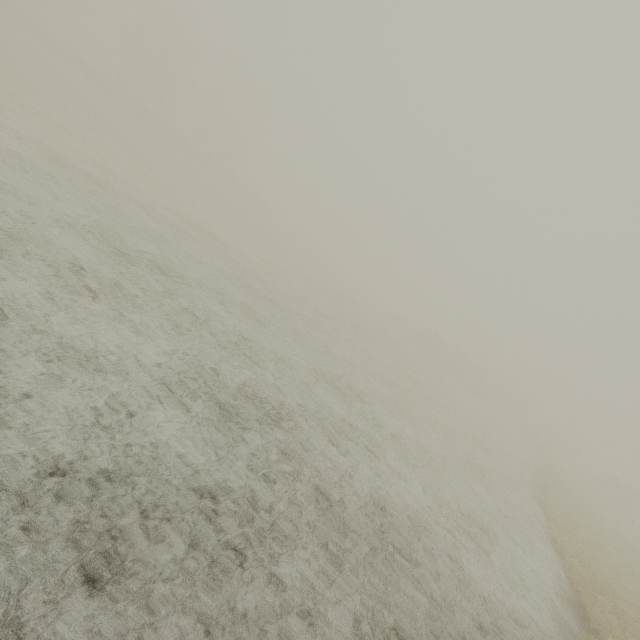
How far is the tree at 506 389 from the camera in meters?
50.5

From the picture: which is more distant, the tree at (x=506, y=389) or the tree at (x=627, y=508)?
the tree at (x=506, y=389)

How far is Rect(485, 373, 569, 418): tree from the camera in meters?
50.5

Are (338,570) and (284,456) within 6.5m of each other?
yes

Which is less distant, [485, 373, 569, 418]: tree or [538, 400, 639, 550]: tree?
[538, 400, 639, 550]: tree
